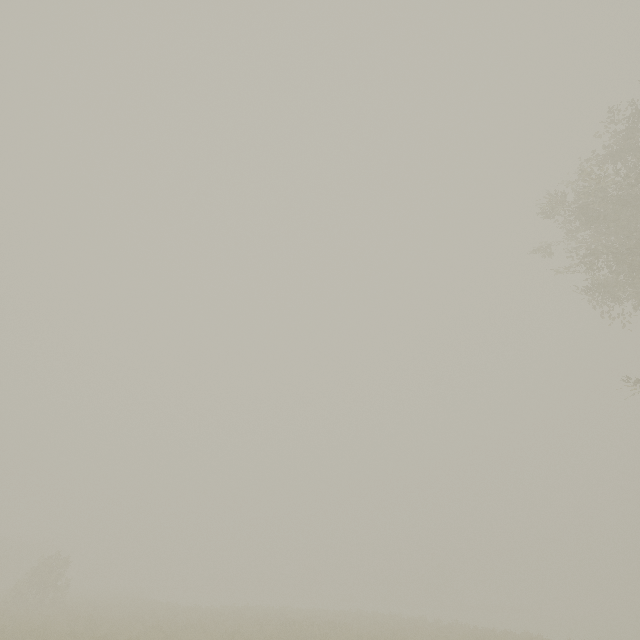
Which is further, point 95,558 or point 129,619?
point 95,558
